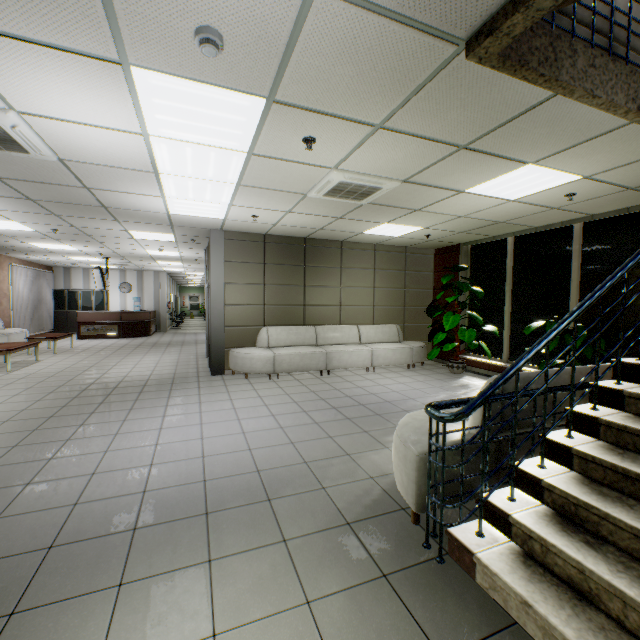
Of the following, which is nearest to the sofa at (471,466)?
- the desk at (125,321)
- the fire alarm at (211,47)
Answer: the fire alarm at (211,47)

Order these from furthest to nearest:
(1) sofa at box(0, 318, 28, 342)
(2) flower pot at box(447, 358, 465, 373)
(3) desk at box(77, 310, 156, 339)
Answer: (3) desk at box(77, 310, 156, 339), (1) sofa at box(0, 318, 28, 342), (2) flower pot at box(447, 358, 465, 373)

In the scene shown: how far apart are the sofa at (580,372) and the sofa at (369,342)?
4.0 meters

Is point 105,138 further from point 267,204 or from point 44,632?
point 44,632

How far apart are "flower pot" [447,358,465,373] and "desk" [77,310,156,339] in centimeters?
1307cm

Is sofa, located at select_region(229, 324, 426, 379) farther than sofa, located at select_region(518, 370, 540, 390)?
Yes

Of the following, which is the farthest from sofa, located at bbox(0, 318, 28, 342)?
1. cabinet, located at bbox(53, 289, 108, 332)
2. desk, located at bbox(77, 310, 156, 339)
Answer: cabinet, located at bbox(53, 289, 108, 332)

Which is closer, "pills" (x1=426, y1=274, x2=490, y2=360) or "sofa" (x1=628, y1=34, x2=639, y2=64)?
"sofa" (x1=628, y1=34, x2=639, y2=64)
